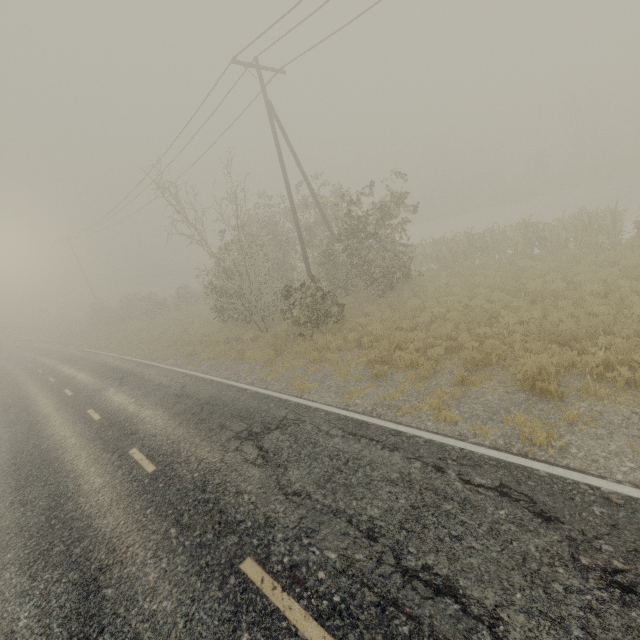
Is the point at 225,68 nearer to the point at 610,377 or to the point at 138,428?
the point at 138,428
